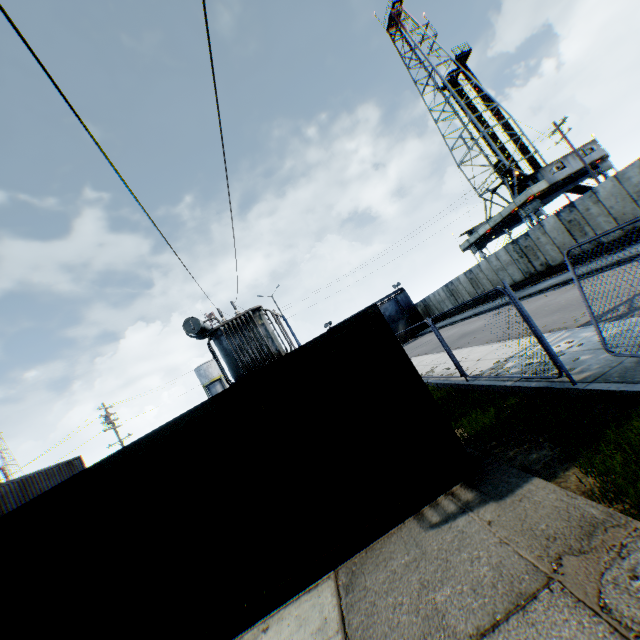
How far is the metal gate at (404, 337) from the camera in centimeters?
3972cm

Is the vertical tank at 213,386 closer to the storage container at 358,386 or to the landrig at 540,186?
the storage container at 358,386

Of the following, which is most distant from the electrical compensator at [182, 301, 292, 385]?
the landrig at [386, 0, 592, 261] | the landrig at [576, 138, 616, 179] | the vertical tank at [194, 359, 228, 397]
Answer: the vertical tank at [194, 359, 228, 397]

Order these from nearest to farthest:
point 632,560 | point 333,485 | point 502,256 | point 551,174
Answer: point 632,560, point 333,485, point 502,256, point 551,174

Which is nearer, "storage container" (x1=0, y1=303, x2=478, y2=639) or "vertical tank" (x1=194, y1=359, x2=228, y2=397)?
"storage container" (x1=0, y1=303, x2=478, y2=639)

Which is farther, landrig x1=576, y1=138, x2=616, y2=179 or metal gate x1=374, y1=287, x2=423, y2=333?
metal gate x1=374, y1=287, x2=423, y2=333

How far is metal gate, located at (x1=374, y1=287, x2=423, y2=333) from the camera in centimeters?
4006cm

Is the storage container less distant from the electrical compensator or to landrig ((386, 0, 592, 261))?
the electrical compensator
